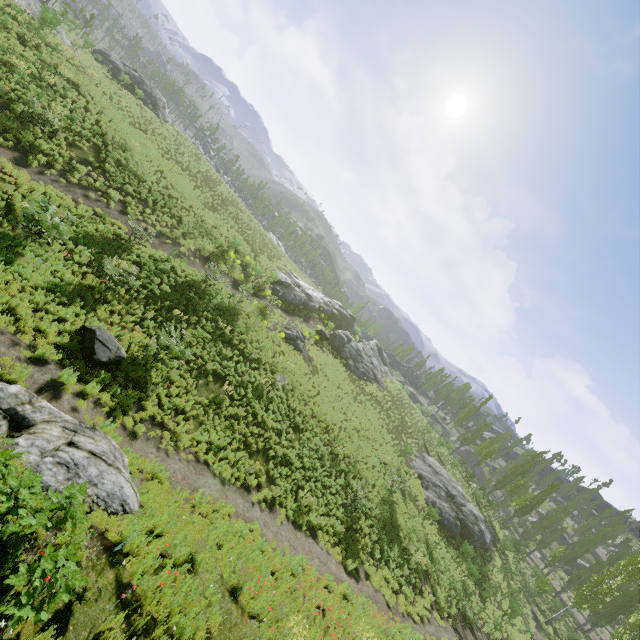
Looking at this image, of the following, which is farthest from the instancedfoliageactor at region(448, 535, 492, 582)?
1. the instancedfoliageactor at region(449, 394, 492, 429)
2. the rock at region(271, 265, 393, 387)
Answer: the instancedfoliageactor at region(449, 394, 492, 429)

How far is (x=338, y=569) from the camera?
14.9 meters

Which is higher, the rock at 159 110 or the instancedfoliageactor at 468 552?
the rock at 159 110

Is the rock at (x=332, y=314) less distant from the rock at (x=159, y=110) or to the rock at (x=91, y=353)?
the rock at (x=91, y=353)

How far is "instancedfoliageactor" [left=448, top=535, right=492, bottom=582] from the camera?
24.09m

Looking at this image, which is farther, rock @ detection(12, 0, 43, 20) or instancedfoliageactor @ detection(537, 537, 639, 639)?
instancedfoliageactor @ detection(537, 537, 639, 639)

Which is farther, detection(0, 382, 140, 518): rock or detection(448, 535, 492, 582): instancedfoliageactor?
detection(448, 535, 492, 582): instancedfoliageactor

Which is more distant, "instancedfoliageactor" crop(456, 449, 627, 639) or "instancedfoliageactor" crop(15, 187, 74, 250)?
"instancedfoliageactor" crop(456, 449, 627, 639)
